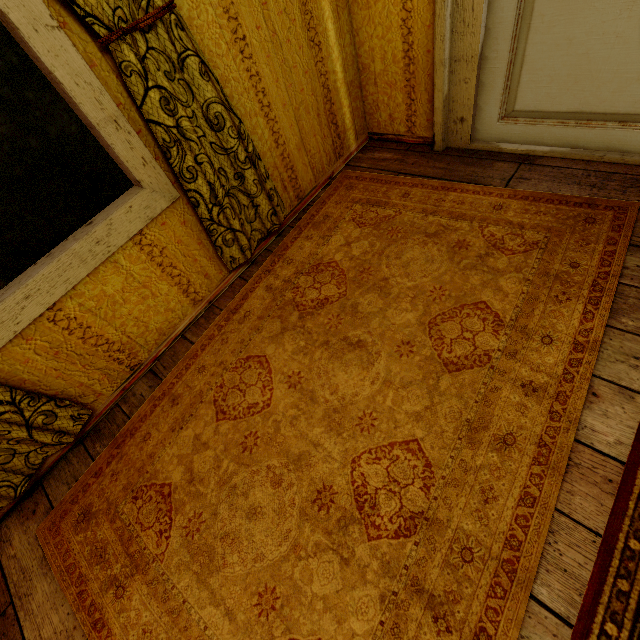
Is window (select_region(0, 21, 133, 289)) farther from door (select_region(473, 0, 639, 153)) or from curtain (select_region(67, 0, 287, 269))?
door (select_region(473, 0, 639, 153))

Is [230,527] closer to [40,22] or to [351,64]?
[40,22]

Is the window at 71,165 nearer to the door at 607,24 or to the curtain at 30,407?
the curtain at 30,407

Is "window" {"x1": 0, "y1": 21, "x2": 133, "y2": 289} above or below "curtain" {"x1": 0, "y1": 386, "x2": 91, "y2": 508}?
above

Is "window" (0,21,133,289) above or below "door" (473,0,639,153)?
above

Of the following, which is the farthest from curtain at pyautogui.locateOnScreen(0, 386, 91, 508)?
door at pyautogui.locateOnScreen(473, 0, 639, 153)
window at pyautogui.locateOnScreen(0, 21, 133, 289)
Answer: door at pyautogui.locateOnScreen(473, 0, 639, 153)
